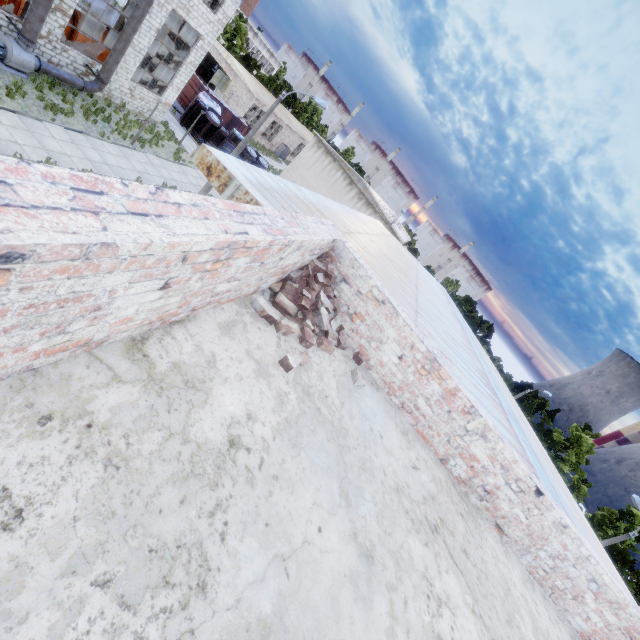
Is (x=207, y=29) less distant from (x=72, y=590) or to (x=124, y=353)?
(x=124, y=353)

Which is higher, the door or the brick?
the brick

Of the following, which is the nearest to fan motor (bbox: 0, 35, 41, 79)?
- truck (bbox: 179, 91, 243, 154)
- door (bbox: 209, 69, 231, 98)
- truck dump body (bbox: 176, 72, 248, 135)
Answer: truck (bbox: 179, 91, 243, 154)

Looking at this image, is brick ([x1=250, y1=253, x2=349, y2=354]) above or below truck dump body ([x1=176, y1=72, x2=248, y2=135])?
above

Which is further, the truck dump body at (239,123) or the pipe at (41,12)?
the truck dump body at (239,123)

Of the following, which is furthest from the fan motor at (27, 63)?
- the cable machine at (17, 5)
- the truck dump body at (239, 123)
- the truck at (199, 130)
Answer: the truck dump body at (239, 123)

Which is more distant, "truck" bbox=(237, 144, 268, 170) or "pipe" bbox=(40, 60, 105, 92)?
"truck" bbox=(237, 144, 268, 170)

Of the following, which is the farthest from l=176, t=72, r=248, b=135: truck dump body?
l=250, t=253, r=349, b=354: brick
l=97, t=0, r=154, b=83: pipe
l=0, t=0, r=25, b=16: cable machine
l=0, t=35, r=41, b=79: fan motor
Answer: l=250, t=253, r=349, b=354: brick
